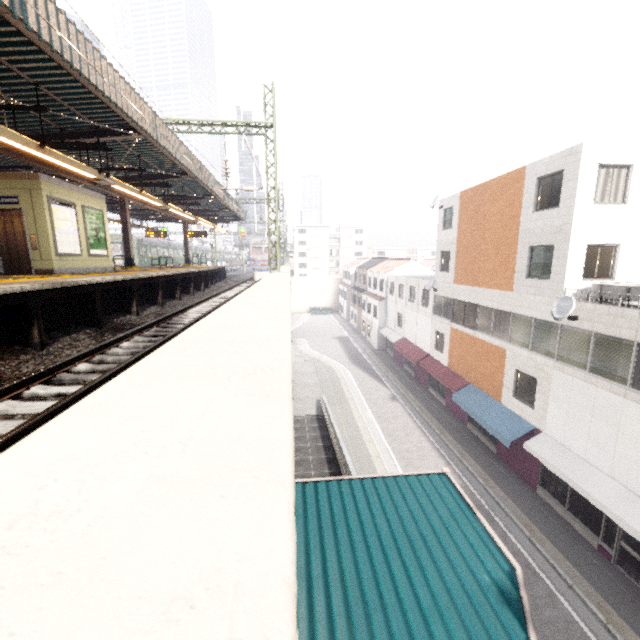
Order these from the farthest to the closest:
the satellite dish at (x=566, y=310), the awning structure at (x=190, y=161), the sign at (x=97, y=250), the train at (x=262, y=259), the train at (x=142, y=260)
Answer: the train at (x=262, y=259) → the train at (x=142, y=260) → the satellite dish at (x=566, y=310) → the sign at (x=97, y=250) → the awning structure at (x=190, y=161)

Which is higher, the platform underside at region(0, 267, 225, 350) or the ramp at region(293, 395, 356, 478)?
the platform underside at region(0, 267, 225, 350)

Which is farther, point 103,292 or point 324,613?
Answer: point 103,292

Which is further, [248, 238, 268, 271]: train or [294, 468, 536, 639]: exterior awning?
[248, 238, 268, 271]: train

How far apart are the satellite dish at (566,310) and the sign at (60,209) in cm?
1757

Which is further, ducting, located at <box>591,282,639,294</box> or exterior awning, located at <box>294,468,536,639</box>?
ducting, located at <box>591,282,639,294</box>

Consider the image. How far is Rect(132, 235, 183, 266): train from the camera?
33.8m

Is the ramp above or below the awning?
below
